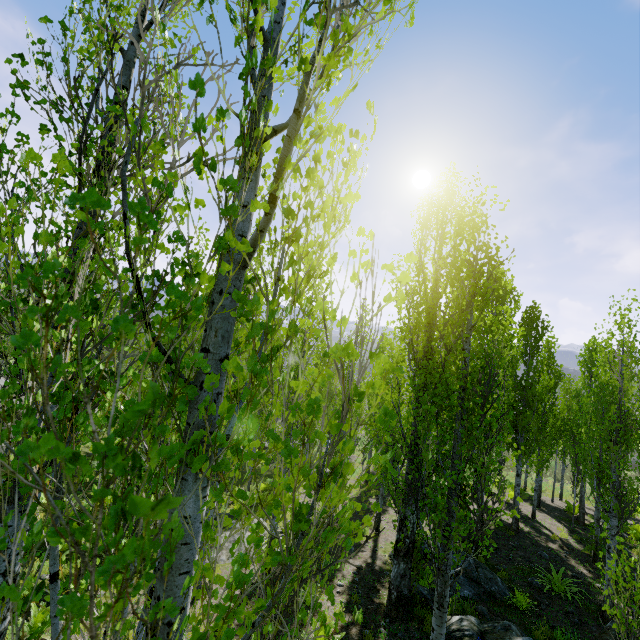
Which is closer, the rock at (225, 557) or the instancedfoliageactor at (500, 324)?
the instancedfoliageactor at (500, 324)

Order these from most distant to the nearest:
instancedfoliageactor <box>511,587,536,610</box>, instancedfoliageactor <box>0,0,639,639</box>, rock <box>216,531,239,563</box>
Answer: rock <box>216,531,239,563</box> → instancedfoliageactor <box>511,587,536,610</box> → instancedfoliageactor <box>0,0,639,639</box>

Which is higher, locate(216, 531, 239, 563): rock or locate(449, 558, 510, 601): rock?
locate(449, 558, 510, 601): rock

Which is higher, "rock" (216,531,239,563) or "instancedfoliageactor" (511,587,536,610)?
"instancedfoliageactor" (511,587,536,610)

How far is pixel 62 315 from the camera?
0.7 meters

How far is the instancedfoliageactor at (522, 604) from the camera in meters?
9.3

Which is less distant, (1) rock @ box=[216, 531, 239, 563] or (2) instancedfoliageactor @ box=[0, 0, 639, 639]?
(2) instancedfoliageactor @ box=[0, 0, 639, 639]

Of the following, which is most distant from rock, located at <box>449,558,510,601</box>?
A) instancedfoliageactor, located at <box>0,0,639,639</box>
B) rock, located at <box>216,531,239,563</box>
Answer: rock, located at <box>216,531,239,563</box>
